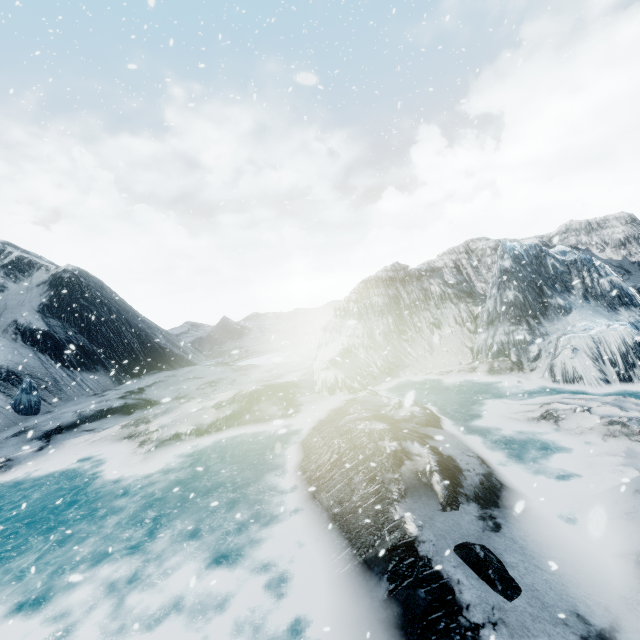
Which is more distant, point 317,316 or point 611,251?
point 317,316
